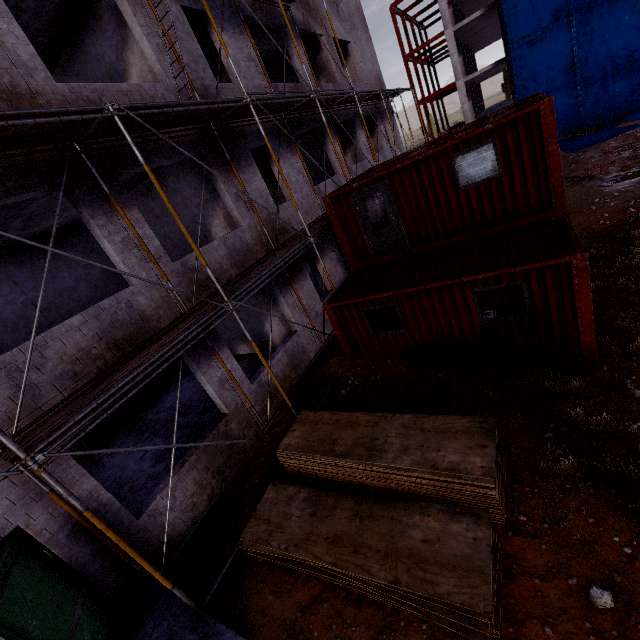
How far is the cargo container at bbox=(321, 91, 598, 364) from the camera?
6.88m

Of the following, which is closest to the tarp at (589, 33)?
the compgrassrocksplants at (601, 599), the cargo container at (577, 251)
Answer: the cargo container at (577, 251)

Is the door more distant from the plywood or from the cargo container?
the cargo container

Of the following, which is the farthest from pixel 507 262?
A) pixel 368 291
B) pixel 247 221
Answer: pixel 247 221

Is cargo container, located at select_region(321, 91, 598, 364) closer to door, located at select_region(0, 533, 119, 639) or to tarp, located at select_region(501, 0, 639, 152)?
door, located at select_region(0, 533, 119, 639)

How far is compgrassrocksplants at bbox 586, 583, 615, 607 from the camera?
3.9 meters

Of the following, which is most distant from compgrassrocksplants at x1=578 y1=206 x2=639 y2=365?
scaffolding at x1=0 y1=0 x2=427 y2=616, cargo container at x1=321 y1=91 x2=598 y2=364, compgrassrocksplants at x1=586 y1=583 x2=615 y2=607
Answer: scaffolding at x1=0 y1=0 x2=427 y2=616

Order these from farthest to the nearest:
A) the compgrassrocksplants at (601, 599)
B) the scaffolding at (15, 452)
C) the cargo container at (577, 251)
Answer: the cargo container at (577, 251)
the scaffolding at (15, 452)
the compgrassrocksplants at (601, 599)
